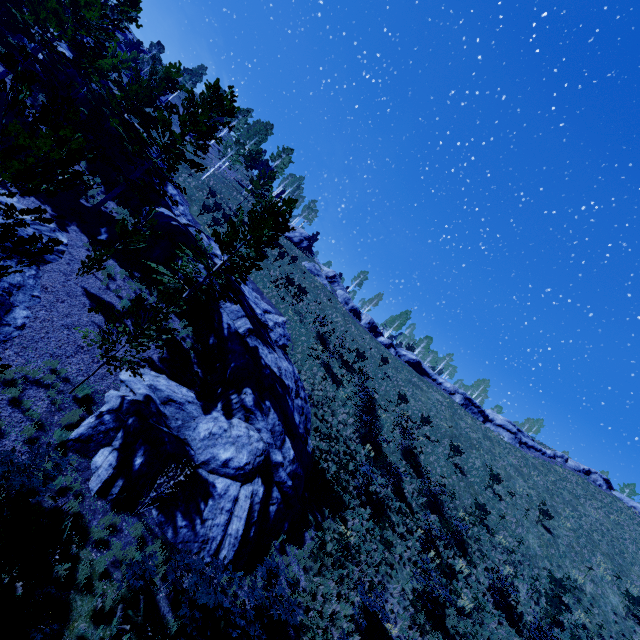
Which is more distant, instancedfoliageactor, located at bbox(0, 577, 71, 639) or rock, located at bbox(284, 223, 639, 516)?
rock, located at bbox(284, 223, 639, 516)

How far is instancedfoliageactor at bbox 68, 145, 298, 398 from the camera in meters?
11.1 m

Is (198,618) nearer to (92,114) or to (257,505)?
(257,505)

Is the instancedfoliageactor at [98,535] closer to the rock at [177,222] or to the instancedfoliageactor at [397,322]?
the rock at [177,222]

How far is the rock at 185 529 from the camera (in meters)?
10.68

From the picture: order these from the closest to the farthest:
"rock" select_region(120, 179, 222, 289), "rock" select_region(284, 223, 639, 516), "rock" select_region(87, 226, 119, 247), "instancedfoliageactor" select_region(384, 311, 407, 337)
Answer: "rock" select_region(87, 226, 119, 247) → "rock" select_region(120, 179, 222, 289) → "rock" select_region(284, 223, 639, 516) → "instancedfoliageactor" select_region(384, 311, 407, 337)

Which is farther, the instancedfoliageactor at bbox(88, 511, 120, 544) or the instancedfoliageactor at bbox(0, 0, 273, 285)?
the instancedfoliageactor at bbox(88, 511, 120, 544)

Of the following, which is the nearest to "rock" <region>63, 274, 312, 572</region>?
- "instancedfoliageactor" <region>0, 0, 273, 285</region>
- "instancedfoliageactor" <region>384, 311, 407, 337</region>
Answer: "instancedfoliageactor" <region>0, 0, 273, 285</region>
